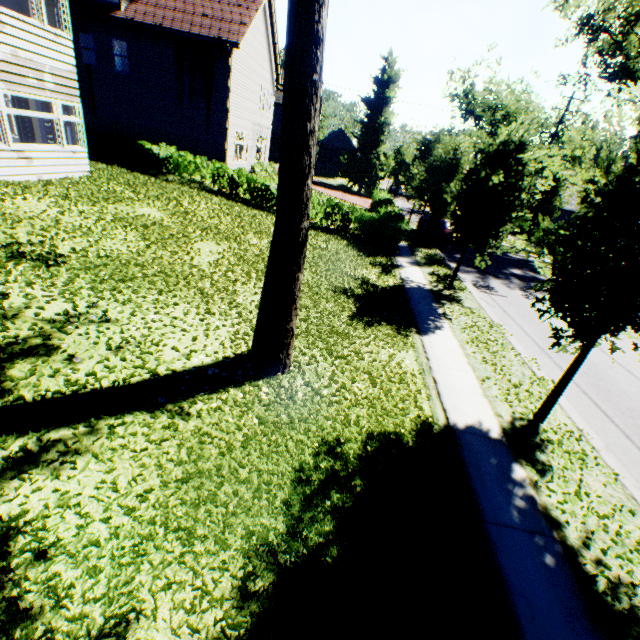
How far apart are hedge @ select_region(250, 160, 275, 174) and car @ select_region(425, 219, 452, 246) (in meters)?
13.09

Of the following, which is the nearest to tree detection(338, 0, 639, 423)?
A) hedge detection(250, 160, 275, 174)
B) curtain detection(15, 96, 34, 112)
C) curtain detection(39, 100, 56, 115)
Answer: curtain detection(39, 100, 56, 115)

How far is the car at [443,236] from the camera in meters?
21.8 m

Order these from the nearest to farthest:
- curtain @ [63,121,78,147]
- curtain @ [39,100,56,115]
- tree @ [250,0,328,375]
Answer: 1. tree @ [250,0,328,375]
2. curtain @ [39,100,56,115]
3. curtain @ [63,121,78,147]

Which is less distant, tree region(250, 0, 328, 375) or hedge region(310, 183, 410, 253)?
tree region(250, 0, 328, 375)

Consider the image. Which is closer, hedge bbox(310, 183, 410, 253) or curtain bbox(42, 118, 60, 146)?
curtain bbox(42, 118, 60, 146)

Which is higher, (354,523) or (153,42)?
(153,42)

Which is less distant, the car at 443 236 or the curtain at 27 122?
the curtain at 27 122
